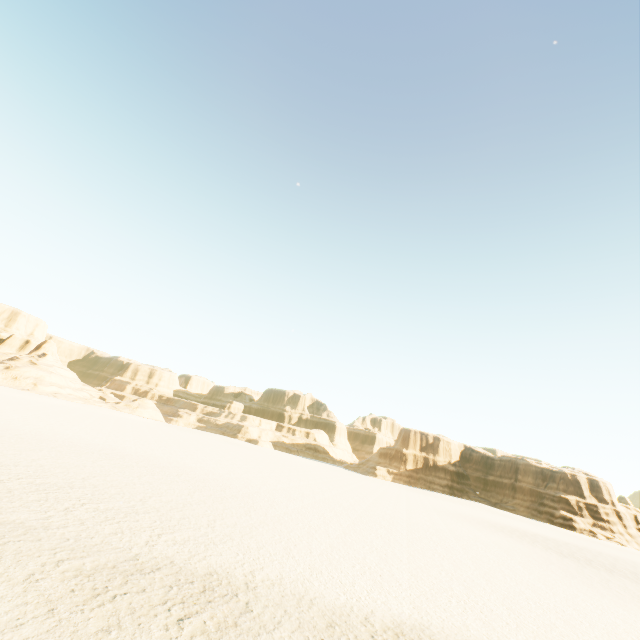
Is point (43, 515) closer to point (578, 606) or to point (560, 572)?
point (578, 606)
